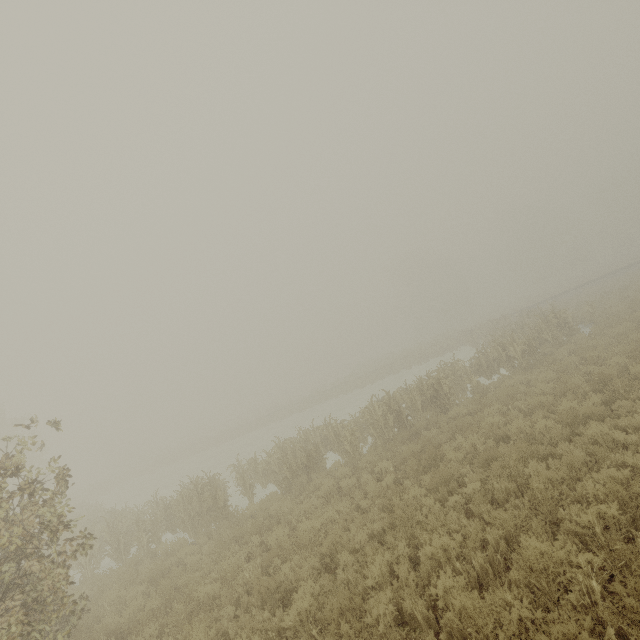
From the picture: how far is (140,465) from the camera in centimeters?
4731cm
